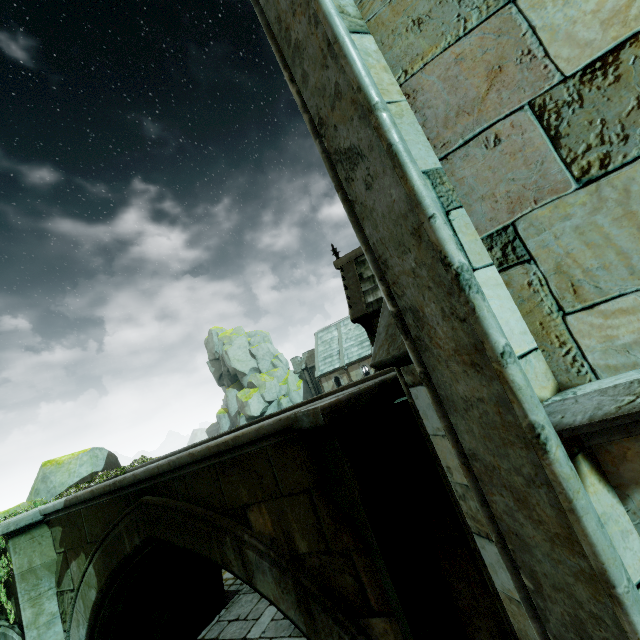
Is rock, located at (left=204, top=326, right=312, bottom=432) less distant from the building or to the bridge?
the bridge

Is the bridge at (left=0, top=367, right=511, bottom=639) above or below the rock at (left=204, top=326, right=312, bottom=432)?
below

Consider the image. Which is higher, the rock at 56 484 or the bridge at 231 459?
the rock at 56 484

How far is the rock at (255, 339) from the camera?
42.16m

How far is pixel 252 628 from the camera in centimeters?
855cm

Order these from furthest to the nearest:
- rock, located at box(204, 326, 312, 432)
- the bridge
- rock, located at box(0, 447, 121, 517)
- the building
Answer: rock, located at box(204, 326, 312, 432) → rock, located at box(0, 447, 121, 517) → the bridge → the building

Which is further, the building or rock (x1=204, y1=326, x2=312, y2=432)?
rock (x1=204, y1=326, x2=312, y2=432)
